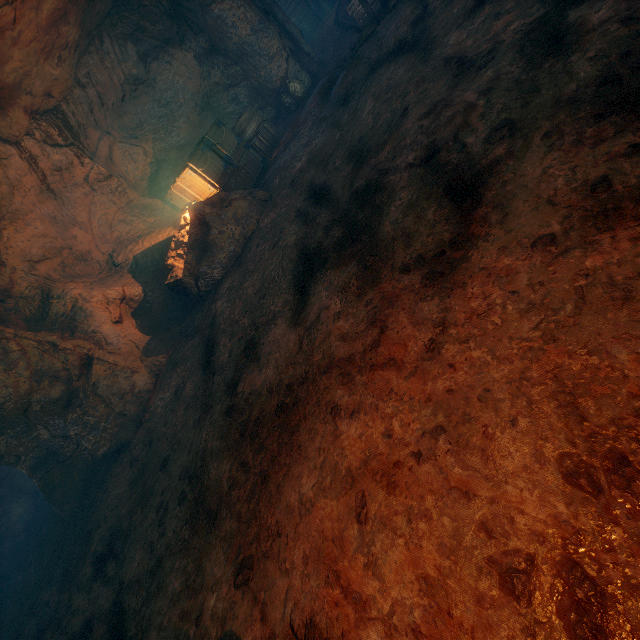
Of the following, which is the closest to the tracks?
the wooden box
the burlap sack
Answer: the burlap sack

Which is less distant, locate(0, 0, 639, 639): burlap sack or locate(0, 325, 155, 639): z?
locate(0, 0, 639, 639): burlap sack

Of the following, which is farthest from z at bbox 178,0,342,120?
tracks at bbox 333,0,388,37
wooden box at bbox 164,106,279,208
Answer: wooden box at bbox 164,106,279,208

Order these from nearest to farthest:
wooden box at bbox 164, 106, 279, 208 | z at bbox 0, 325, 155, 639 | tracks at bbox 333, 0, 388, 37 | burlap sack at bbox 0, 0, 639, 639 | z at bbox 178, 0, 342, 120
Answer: burlap sack at bbox 0, 0, 639, 639 → z at bbox 0, 325, 155, 639 → tracks at bbox 333, 0, 388, 37 → wooden box at bbox 164, 106, 279, 208 → z at bbox 178, 0, 342, 120

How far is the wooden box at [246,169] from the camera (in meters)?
8.68

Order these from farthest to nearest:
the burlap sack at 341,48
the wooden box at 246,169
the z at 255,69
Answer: the z at 255,69 < the wooden box at 246,169 < the burlap sack at 341,48

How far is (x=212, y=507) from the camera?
3.7 meters

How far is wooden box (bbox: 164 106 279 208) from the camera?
8.7 meters
